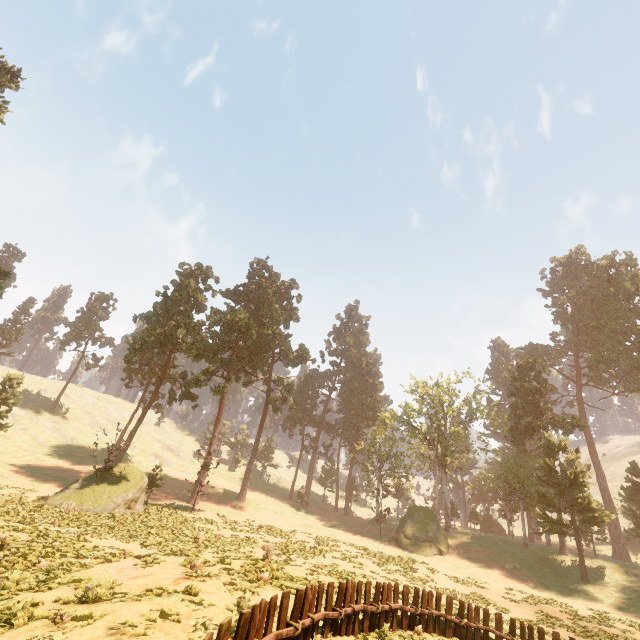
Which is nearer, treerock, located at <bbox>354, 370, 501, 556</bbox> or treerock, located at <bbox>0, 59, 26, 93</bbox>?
treerock, located at <bbox>0, 59, 26, 93</bbox>

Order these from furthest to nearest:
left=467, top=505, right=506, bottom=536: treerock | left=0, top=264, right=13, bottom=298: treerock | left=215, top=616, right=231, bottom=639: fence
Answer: left=467, top=505, right=506, bottom=536: treerock, left=0, top=264, right=13, bottom=298: treerock, left=215, top=616, right=231, bottom=639: fence

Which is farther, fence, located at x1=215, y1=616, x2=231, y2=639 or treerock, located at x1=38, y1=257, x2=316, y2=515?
treerock, located at x1=38, y1=257, x2=316, y2=515

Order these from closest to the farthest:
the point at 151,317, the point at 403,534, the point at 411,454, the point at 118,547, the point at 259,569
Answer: the point at 259,569 < the point at 118,547 < the point at 403,534 < the point at 151,317 < the point at 411,454

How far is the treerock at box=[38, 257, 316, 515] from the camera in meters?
26.3

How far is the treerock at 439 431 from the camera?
39.53m

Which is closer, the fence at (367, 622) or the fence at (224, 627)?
the fence at (224, 627)
